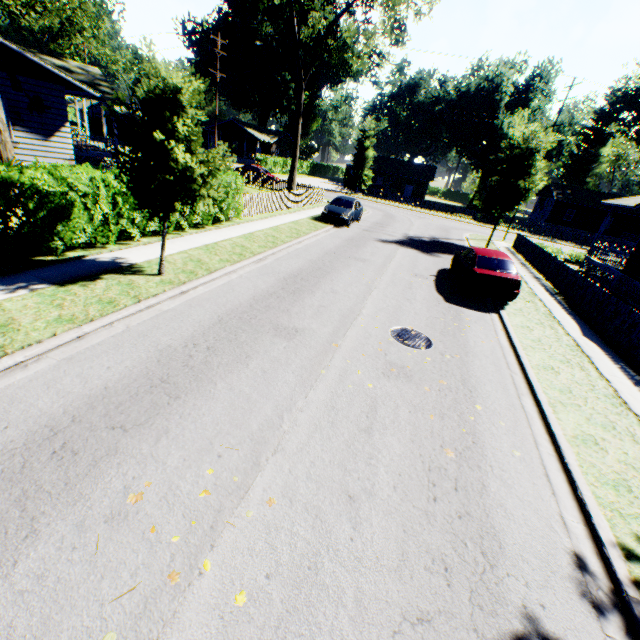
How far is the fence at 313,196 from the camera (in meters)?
18.16

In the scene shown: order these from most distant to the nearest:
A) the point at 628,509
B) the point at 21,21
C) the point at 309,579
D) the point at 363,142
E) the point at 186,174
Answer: the point at 21,21 → the point at 363,142 → the point at 186,174 → the point at 628,509 → the point at 309,579

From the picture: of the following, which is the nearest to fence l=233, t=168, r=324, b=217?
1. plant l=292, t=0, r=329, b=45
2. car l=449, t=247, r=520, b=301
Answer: plant l=292, t=0, r=329, b=45

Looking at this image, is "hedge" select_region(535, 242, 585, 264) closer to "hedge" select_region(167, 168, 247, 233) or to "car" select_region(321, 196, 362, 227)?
"car" select_region(321, 196, 362, 227)

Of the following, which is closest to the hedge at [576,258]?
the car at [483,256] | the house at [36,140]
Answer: the car at [483,256]

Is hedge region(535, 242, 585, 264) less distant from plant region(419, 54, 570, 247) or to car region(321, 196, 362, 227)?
plant region(419, 54, 570, 247)

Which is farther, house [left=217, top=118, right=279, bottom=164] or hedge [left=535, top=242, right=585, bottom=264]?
house [left=217, top=118, right=279, bottom=164]

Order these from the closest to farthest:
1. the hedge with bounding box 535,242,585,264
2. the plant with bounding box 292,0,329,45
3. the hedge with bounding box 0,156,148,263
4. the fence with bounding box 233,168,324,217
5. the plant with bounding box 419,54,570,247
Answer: the hedge with bounding box 0,156,148,263
the fence with bounding box 233,168,324,217
the plant with bounding box 419,54,570,247
the hedge with bounding box 535,242,585,264
the plant with bounding box 292,0,329,45
